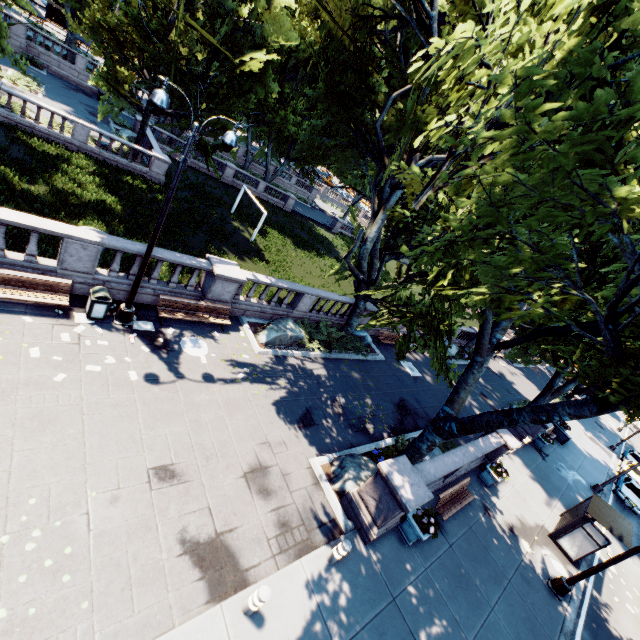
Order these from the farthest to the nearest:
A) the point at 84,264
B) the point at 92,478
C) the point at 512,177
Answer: the point at 84,264 → the point at 92,478 → the point at 512,177

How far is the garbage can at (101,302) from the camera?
10.16m

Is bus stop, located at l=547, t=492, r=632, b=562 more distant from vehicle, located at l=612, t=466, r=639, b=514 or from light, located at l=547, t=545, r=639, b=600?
vehicle, located at l=612, t=466, r=639, b=514

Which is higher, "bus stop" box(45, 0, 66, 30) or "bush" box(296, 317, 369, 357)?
"bus stop" box(45, 0, 66, 30)

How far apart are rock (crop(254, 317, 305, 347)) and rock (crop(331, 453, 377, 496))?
5.67m

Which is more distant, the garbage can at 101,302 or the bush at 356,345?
the bush at 356,345

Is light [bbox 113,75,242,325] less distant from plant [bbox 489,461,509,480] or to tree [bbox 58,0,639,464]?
tree [bbox 58,0,639,464]

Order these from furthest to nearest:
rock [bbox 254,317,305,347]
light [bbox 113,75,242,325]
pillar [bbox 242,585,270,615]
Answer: rock [bbox 254,317,305,347], light [bbox 113,75,242,325], pillar [bbox 242,585,270,615]
